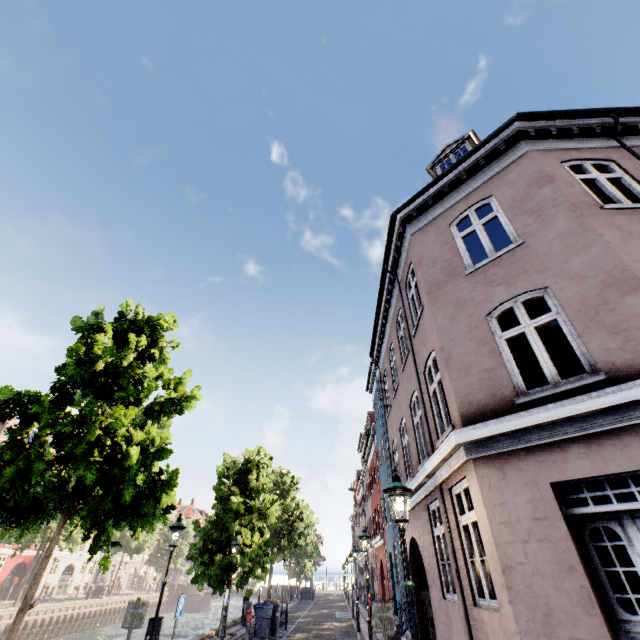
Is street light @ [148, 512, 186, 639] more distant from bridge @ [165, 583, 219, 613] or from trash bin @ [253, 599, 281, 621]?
bridge @ [165, 583, 219, 613]

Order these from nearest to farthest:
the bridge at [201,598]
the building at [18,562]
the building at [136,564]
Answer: the building at [18,562]
the bridge at [201,598]
the building at [136,564]

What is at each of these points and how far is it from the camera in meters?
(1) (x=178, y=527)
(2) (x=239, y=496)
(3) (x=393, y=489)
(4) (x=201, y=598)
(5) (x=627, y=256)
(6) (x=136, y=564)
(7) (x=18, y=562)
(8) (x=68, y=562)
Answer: (1) street light, 9.5 m
(2) tree, 16.6 m
(3) street light, 5.6 m
(4) bridge, 51.3 m
(5) building, 5.0 m
(6) building, 58.4 m
(7) building, 37.2 m
(8) building, 43.4 m

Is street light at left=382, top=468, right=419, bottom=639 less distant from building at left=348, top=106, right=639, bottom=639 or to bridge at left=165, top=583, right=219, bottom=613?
building at left=348, top=106, right=639, bottom=639

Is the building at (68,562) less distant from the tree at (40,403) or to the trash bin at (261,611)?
the tree at (40,403)

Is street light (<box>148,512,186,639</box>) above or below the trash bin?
above

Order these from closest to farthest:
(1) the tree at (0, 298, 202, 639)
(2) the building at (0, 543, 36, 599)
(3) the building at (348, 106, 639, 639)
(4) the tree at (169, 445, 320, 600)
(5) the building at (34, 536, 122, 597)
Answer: (3) the building at (348, 106, 639, 639), (1) the tree at (0, 298, 202, 639), (4) the tree at (169, 445, 320, 600), (2) the building at (0, 543, 36, 599), (5) the building at (34, 536, 122, 597)

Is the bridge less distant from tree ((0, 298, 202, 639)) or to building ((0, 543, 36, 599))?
tree ((0, 298, 202, 639))
